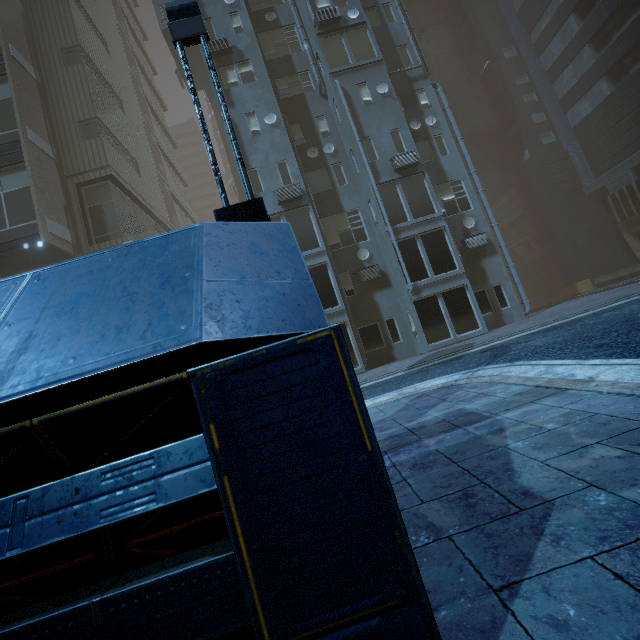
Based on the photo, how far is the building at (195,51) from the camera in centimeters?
1591cm

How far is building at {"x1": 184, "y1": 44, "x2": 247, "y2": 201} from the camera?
15.9 meters

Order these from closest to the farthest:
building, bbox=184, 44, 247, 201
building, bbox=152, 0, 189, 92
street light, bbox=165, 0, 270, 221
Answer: street light, bbox=165, 0, 270, 221 < building, bbox=184, 44, 247, 201 < building, bbox=152, 0, 189, 92

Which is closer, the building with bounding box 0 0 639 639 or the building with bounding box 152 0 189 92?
the building with bounding box 0 0 639 639

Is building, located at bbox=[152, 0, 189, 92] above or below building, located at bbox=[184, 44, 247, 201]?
above

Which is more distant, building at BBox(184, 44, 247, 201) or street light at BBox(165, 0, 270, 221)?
building at BBox(184, 44, 247, 201)

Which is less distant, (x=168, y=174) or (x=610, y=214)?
(x=610, y=214)

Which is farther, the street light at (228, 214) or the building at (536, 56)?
the street light at (228, 214)
